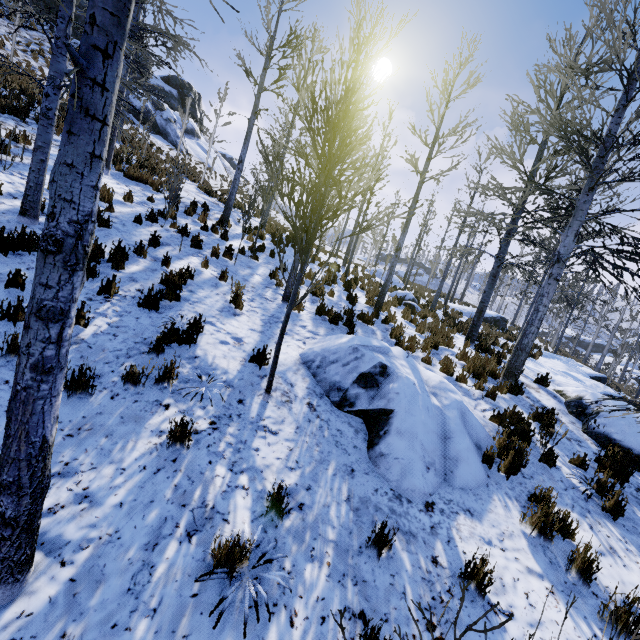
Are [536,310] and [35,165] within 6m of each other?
no

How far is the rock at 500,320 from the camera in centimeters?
2300cm

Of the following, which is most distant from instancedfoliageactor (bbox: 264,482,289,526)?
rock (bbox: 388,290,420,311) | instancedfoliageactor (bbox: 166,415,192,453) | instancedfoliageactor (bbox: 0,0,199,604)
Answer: rock (bbox: 388,290,420,311)

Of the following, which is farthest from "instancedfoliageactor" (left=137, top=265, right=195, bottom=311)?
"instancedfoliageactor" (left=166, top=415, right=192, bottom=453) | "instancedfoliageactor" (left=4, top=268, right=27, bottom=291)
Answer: "instancedfoliageactor" (left=166, top=415, right=192, bottom=453)

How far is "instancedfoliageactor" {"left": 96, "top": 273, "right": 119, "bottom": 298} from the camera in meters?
5.4

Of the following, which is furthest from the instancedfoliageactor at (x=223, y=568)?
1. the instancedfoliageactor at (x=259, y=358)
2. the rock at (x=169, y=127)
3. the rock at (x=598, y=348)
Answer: the rock at (x=598, y=348)

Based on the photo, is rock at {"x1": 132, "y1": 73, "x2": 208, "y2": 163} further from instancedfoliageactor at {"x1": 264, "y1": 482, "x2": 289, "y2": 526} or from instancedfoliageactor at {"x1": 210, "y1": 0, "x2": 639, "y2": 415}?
instancedfoliageactor at {"x1": 210, "y1": 0, "x2": 639, "y2": 415}

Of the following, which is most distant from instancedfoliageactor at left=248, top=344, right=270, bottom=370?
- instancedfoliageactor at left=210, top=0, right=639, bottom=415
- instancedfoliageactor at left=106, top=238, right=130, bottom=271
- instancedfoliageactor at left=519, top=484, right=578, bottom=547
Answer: instancedfoliageactor at left=210, top=0, right=639, bottom=415
